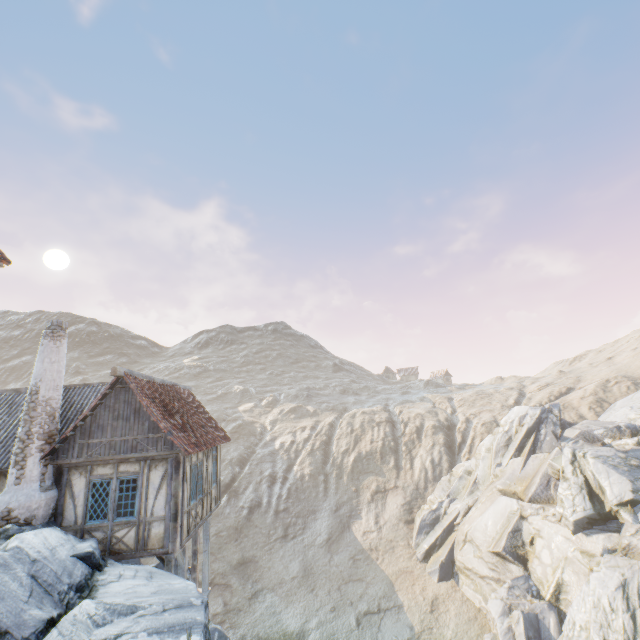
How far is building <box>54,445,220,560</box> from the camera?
10.4m

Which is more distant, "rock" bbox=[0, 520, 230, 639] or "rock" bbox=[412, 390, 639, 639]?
"rock" bbox=[412, 390, 639, 639]

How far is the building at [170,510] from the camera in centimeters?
1041cm

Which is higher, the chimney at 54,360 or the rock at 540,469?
the chimney at 54,360

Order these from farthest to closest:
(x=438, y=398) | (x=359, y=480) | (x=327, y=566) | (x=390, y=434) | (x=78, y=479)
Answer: (x=438, y=398) → (x=390, y=434) → (x=359, y=480) → (x=327, y=566) → (x=78, y=479)

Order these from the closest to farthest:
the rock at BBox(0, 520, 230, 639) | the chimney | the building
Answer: the rock at BBox(0, 520, 230, 639)
the chimney
the building

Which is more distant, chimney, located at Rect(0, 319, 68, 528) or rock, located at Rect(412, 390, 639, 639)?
rock, located at Rect(412, 390, 639, 639)
